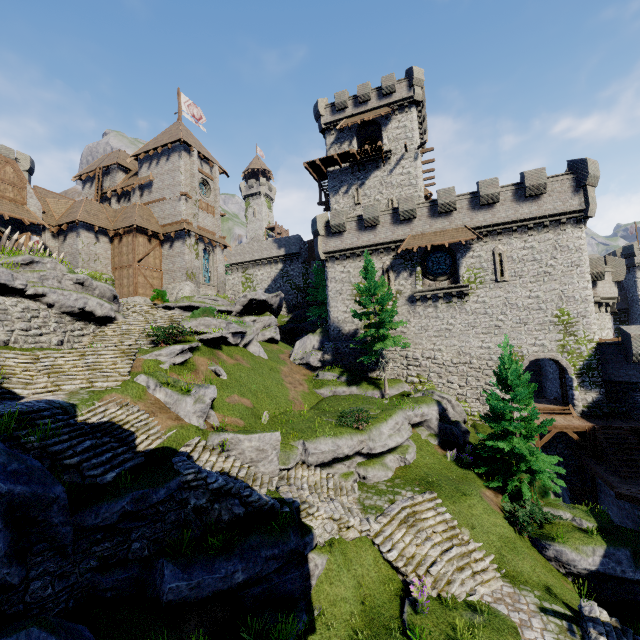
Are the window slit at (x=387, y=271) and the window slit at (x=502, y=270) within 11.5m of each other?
yes

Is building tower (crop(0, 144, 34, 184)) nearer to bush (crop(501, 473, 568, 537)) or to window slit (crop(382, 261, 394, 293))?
window slit (crop(382, 261, 394, 293))

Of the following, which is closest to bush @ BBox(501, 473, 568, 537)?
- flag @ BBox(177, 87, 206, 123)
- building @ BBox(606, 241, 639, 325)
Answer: flag @ BBox(177, 87, 206, 123)

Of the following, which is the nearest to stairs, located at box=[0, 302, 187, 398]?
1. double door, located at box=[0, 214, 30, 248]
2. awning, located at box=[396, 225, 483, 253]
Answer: double door, located at box=[0, 214, 30, 248]

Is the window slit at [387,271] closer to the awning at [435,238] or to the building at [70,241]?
the awning at [435,238]

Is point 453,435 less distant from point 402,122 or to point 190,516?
point 190,516

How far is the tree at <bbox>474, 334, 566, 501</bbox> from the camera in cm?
1565

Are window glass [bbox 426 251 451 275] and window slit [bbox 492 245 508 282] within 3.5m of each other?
yes
